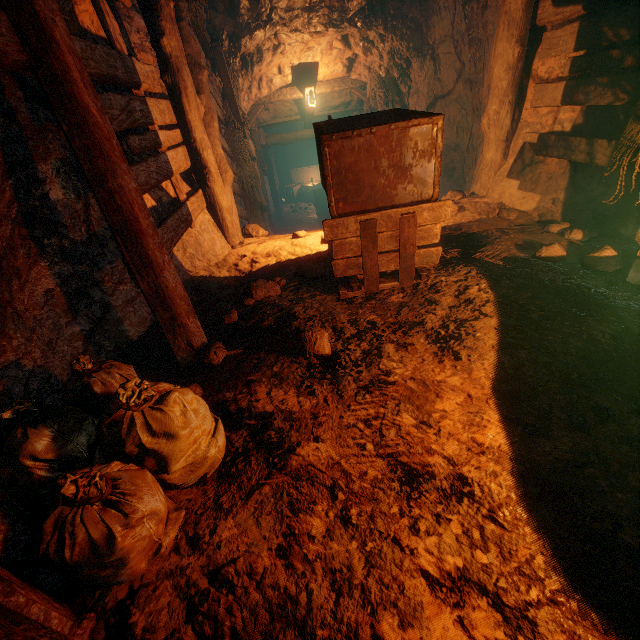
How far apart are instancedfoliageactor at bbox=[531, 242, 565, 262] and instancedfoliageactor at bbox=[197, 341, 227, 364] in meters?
3.4

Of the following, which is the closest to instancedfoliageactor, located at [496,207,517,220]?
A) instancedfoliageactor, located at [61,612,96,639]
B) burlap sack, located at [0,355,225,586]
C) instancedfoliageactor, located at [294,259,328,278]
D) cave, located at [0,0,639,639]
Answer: cave, located at [0,0,639,639]

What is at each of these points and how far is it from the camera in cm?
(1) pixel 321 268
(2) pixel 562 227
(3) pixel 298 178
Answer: (1) instancedfoliageactor, 398
(2) instancedfoliageactor, 394
(3) wooden box, 1948

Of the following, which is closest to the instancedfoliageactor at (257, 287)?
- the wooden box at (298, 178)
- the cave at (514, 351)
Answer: the cave at (514, 351)

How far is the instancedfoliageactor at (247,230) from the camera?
5.2m

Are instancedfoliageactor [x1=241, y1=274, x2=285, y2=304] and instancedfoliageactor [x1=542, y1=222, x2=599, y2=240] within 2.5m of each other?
no

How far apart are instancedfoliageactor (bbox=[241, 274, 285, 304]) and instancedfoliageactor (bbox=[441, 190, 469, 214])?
3.09m

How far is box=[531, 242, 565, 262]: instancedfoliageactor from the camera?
3.34m
